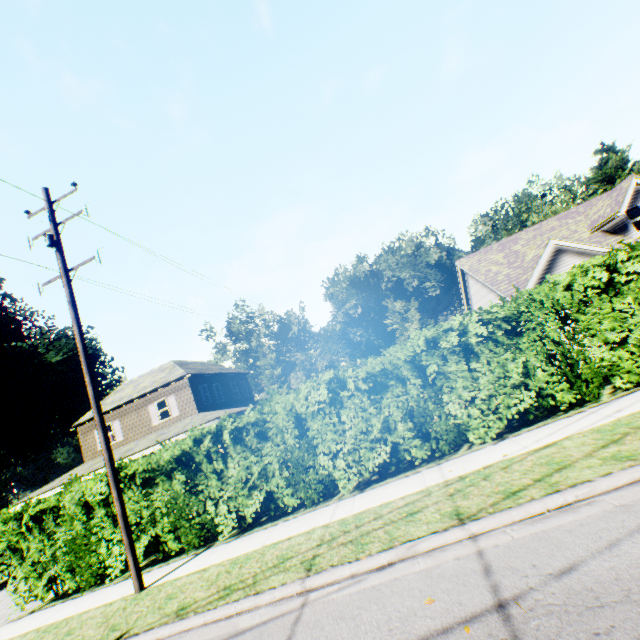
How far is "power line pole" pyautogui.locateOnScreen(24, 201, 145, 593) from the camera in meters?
7.9 m

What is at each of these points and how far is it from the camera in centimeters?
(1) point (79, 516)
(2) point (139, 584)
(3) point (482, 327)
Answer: (1) hedge, 1002cm
(2) power line pole, 776cm
(3) hedge, 798cm

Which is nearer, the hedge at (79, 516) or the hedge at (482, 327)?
the hedge at (482, 327)

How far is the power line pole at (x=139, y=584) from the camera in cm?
794

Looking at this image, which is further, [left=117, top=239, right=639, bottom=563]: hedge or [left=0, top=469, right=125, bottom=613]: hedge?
[left=0, top=469, right=125, bottom=613]: hedge

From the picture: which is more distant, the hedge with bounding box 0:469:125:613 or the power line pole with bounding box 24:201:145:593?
the hedge with bounding box 0:469:125:613
